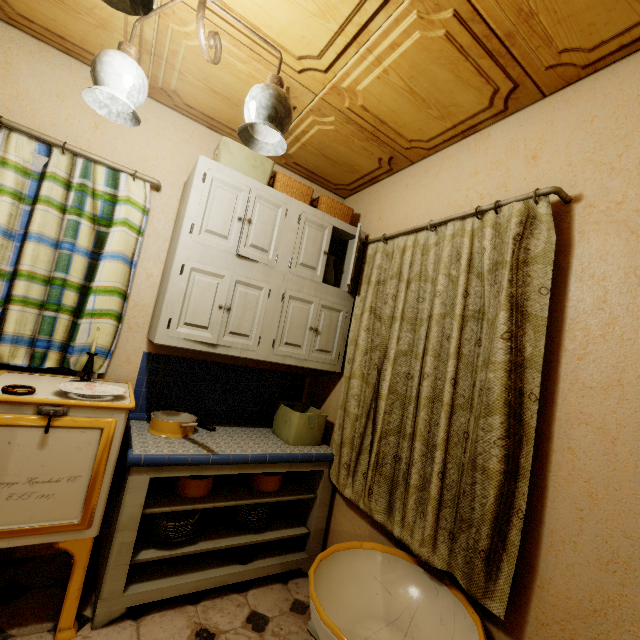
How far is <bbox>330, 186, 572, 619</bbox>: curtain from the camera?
1.29m

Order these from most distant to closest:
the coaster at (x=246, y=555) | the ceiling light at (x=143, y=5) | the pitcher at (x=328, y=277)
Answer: the pitcher at (x=328, y=277) < the coaster at (x=246, y=555) < the ceiling light at (x=143, y=5)

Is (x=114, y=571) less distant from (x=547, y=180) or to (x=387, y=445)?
(x=387, y=445)

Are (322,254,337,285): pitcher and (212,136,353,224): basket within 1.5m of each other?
yes

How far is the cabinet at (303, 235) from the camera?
1.8 meters

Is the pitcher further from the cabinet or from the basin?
the basin

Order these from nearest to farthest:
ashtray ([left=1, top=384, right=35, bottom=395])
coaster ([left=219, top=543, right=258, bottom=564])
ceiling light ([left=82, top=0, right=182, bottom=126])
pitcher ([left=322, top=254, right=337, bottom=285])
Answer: ceiling light ([left=82, top=0, right=182, bottom=126])
ashtray ([left=1, top=384, right=35, bottom=395])
coaster ([left=219, top=543, right=258, bottom=564])
pitcher ([left=322, top=254, right=337, bottom=285])

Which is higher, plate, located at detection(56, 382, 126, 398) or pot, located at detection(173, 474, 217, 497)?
plate, located at detection(56, 382, 126, 398)
